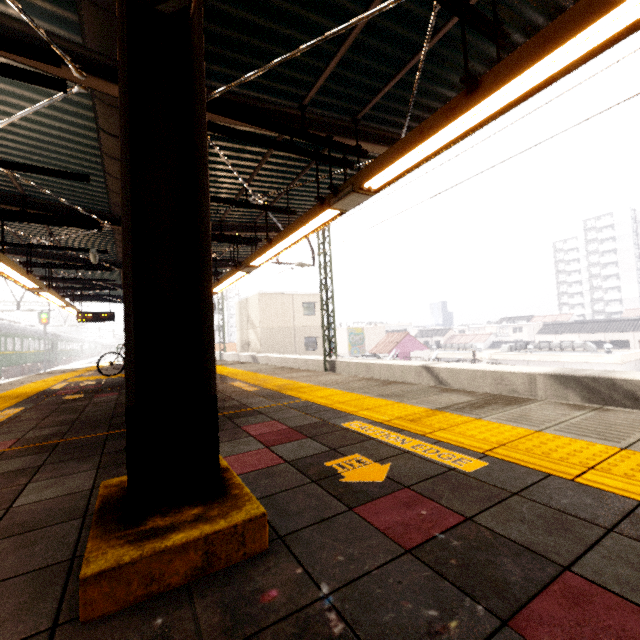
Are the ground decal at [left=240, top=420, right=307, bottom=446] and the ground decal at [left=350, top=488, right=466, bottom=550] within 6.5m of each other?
yes

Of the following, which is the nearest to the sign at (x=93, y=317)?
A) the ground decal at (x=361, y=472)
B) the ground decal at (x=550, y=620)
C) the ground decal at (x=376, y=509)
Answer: the ground decal at (x=361, y=472)

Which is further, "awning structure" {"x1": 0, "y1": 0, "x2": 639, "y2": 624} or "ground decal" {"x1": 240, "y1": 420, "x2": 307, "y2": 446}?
"ground decal" {"x1": 240, "y1": 420, "x2": 307, "y2": 446}

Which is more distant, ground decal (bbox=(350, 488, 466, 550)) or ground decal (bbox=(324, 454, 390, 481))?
ground decal (bbox=(324, 454, 390, 481))

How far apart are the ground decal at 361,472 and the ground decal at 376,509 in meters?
0.1

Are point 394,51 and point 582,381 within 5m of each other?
no

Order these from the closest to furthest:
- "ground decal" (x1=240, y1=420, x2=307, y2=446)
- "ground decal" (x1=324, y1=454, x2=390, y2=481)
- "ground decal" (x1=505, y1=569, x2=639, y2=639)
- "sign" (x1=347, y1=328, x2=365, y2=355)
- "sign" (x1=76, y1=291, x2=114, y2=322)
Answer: "ground decal" (x1=505, y1=569, x2=639, y2=639) → "ground decal" (x1=324, y1=454, x2=390, y2=481) → "ground decal" (x1=240, y1=420, x2=307, y2=446) → "sign" (x1=76, y1=291, x2=114, y2=322) → "sign" (x1=347, y1=328, x2=365, y2=355)

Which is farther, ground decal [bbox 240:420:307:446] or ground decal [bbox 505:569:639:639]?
ground decal [bbox 240:420:307:446]
